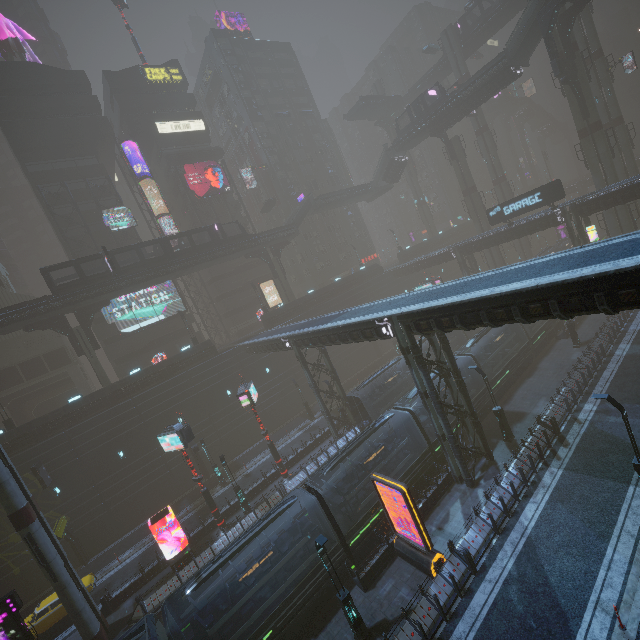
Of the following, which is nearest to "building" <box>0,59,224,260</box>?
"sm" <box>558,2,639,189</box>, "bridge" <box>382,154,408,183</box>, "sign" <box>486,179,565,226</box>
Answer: "sm" <box>558,2,639,189</box>

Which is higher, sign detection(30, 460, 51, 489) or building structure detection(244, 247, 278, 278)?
building structure detection(244, 247, 278, 278)

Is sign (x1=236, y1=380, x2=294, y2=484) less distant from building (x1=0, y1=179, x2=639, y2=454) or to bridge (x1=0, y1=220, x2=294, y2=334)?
building (x1=0, y1=179, x2=639, y2=454)

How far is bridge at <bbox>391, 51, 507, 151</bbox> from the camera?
38.0 meters

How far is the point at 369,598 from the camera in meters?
15.8 m

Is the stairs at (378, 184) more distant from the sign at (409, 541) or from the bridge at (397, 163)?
the sign at (409, 541)

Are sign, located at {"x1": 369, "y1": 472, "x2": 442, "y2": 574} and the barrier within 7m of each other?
no

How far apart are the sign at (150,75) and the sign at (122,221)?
20.98m
